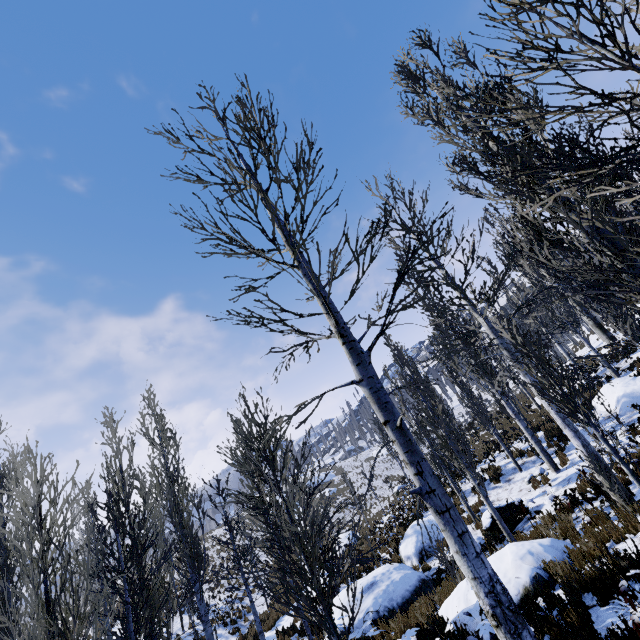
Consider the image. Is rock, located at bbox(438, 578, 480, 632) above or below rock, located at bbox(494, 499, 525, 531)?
above

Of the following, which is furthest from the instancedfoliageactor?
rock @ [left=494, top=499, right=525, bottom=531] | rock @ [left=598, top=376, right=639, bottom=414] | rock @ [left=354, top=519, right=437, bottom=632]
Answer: rock @ [left=354, top=519, right=437, bottom=632]

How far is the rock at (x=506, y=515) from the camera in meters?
11.4 m

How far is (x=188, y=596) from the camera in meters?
21.9 m

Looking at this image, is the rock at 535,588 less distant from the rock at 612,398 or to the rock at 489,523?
the rock at 489,523

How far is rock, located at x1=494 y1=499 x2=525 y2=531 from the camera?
11.4m

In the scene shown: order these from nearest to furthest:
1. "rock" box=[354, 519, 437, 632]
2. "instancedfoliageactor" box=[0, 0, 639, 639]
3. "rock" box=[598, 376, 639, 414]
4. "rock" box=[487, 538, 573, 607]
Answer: "instancedfoliageactor" box=[0, 0, 639, 639], "rock" box=[487, 538, 573, 607], "rock" box=[354, 519, 437, 632], "rock" box=[598, 376, 639, 414]

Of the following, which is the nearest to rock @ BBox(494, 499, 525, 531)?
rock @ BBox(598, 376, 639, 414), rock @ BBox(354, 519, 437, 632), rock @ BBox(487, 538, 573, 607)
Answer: rock @ BBox(354, 519, 437, 632)
